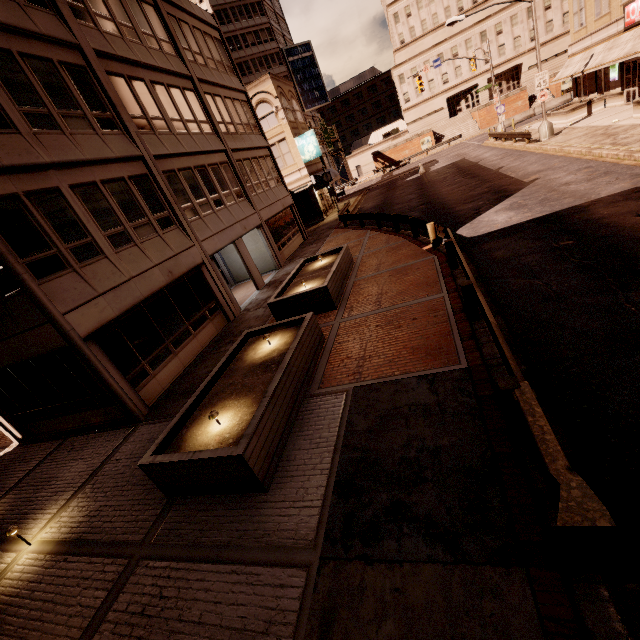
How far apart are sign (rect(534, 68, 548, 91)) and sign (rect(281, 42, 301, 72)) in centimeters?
4983cm

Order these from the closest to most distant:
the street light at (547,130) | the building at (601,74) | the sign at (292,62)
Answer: the building at (601,74), the street light at (547,130), the sign at (292,62)

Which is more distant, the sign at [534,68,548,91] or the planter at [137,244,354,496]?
the sign at [534,68,548,91]

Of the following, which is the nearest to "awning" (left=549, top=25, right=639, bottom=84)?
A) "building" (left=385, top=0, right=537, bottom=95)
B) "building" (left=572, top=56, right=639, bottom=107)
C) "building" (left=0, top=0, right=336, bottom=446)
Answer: "building" (left=572, top=56, right=639, bottom=107)

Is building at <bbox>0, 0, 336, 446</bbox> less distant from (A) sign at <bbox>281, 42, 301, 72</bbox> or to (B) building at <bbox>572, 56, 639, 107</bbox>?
(B) building at <bbox>572, 56, 639, 107</bbox>

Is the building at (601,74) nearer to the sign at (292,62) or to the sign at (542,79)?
the sign at (542,79)

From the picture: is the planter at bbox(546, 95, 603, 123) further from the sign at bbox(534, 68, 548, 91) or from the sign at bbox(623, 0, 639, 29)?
the sign at bbox(534, 68, 548, 91)

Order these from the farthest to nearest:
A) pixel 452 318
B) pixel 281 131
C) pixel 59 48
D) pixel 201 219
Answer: pixel 281 131 < pixel 201 219 < pixel 59 48 < pixel 452 318
